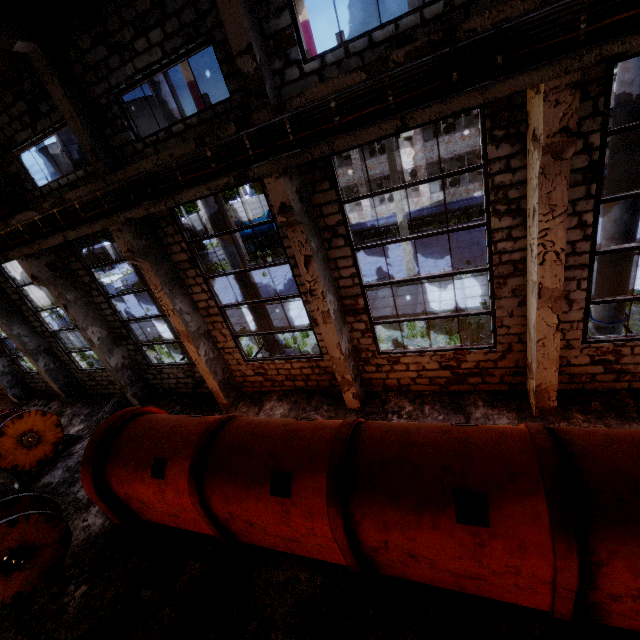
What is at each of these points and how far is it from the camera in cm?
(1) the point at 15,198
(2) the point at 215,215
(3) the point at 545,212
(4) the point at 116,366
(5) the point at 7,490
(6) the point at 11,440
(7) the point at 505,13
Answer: (1) column beam, 958
(2) pipe, 919
(3) column beam, 522
(4) column beam, 1185
(5) wire spool, 949
(6) cable machine, 1033
(7) beam, 408

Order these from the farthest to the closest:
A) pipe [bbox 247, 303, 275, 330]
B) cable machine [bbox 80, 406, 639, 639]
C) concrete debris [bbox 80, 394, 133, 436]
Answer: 1. concrete debris [bbox 80, 394, 133, 436]
2. pipe [bbox 247, 303, 275, 330]
3. cable machine [bbox 80, 406, 639, 639]

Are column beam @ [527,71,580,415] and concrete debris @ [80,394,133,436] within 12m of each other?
no

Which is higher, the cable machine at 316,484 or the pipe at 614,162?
the pipe at 614,162

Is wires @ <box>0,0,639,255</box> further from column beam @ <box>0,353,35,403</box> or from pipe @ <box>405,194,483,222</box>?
pipe @ <box>405,194,483,222</box>

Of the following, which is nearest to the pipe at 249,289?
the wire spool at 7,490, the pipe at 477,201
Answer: the wire spool at 7,490

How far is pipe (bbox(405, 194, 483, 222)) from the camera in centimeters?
2152cm

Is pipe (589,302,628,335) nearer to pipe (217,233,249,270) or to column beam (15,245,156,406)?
pipe (217,233,249,270)
